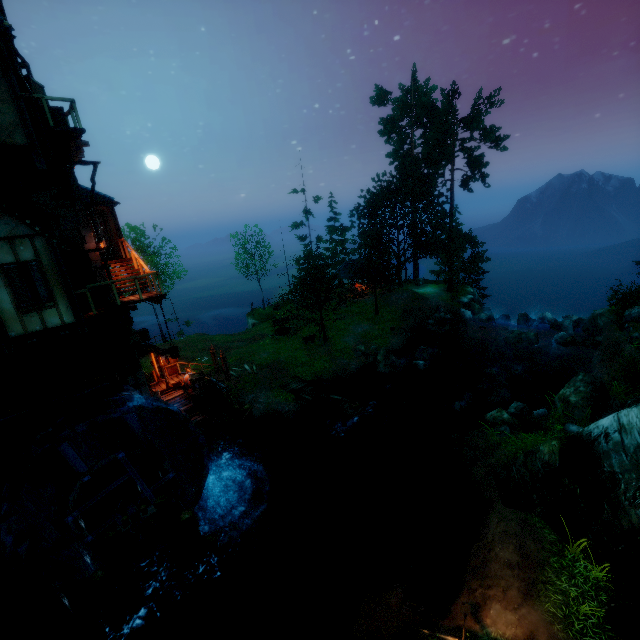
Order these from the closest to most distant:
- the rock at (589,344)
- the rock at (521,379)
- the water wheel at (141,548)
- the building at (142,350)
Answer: the water wheel at (141,548) < the building at (142,350) < the rock at (521,379) < the rock at (589,344)

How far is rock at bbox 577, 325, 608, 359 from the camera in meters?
24.2 m

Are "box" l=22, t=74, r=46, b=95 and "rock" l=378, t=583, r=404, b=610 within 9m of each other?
no

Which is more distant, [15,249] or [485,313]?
[485,313]

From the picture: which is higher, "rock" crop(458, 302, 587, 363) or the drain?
the drain

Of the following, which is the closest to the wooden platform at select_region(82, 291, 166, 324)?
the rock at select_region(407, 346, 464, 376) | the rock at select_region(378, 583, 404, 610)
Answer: the rock at select_region(378, 583, 404, 610)

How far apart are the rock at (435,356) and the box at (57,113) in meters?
24.5 m

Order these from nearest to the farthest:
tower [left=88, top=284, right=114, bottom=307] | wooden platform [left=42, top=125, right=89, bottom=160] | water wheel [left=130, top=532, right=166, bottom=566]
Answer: wooden platform [left=42, top=125, right=89, bottom=160]
water wheel [left=130, top=532, right=166, bottom=566]
tower [left=88, top=284, right=114, bottom=307]
